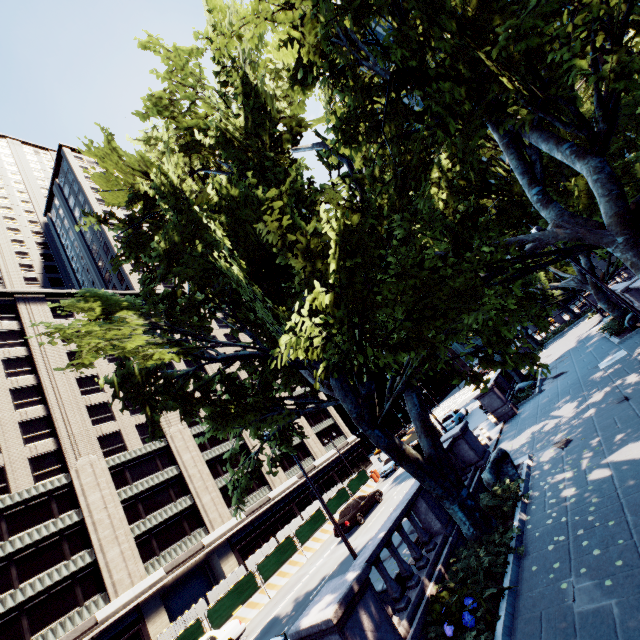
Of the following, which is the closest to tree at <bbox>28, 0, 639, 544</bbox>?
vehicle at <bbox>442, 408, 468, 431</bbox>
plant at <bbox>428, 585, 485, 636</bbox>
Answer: plant at <bbox>428, 585, 485, 636</bbox>

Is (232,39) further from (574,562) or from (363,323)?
(574,562)

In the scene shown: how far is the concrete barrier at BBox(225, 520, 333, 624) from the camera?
20.2 meters

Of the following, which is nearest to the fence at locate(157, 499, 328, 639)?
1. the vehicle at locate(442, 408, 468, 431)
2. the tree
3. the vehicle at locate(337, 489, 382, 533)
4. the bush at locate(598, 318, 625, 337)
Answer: the vehicle at locate(337, 489, 382, 533)

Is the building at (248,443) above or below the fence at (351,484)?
above

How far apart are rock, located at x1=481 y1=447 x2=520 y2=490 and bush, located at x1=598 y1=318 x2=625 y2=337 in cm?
1506

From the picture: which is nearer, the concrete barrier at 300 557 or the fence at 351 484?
the concrete barrier at 300 557

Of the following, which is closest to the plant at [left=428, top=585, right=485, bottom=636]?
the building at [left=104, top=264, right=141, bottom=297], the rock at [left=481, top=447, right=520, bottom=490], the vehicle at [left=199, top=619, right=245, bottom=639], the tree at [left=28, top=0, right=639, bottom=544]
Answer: the tree at [left=28, top=0, right=639, bottom=544]
